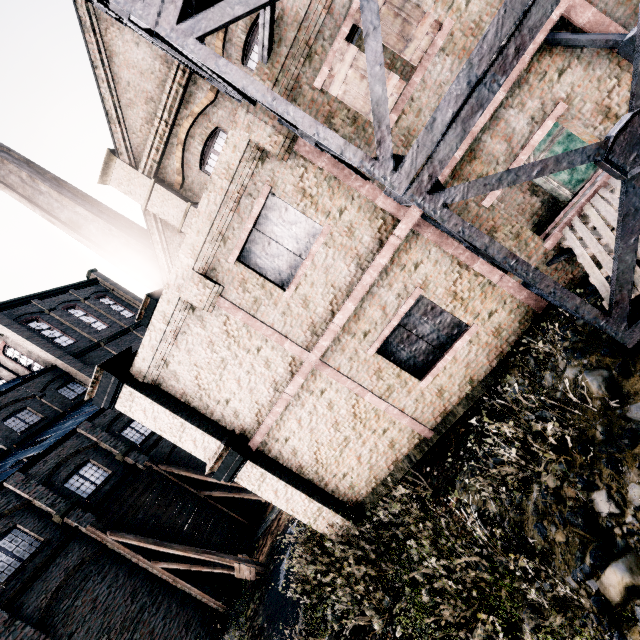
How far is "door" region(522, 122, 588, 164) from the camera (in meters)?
10.05

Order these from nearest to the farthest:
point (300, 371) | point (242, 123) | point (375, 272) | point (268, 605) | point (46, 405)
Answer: point (242, 123)
point (375, 272)
point (300, 371)
point (268, 605)
point (46, 405)

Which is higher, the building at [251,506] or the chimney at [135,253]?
the chimney at [135,253]

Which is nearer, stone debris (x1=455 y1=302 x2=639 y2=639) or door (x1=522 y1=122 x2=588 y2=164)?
stone debris (x1=455 y1=302 x2=639 y2=639)

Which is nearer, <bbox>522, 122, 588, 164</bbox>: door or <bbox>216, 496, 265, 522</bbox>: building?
<bbox>522, 122, 588, 164</bbox>: door

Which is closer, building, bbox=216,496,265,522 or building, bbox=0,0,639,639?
building, bbox=0,0,639,639

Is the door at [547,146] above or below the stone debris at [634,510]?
above

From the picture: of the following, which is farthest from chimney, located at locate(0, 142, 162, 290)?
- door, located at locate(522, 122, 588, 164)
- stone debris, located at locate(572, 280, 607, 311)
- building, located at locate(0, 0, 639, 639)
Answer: door, located at locate(522, 122, 588, 164)
